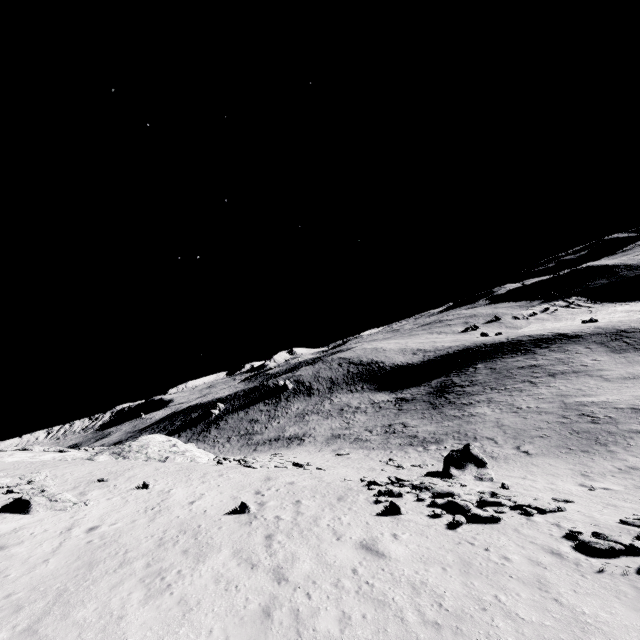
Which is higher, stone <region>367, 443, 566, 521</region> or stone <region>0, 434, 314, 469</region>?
stone <region>0, 434, 314, 469</region>

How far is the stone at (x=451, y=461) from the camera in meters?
13.6 m

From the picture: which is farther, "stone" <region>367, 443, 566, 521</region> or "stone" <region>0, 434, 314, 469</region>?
"stone" <region>0, 434, 314, 469</region>

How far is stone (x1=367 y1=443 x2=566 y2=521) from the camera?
13.6m

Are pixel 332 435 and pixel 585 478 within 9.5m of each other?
no

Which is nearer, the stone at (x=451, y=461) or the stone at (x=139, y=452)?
the stone at (x=451, y=461)
